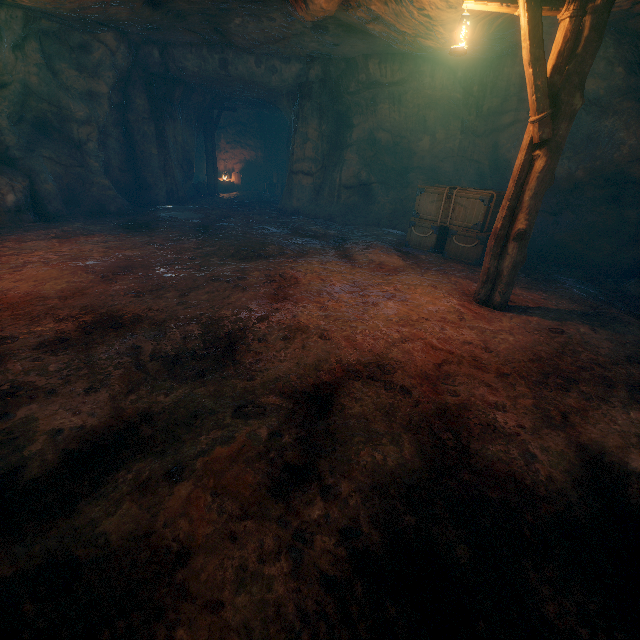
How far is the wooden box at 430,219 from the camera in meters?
7.9 m

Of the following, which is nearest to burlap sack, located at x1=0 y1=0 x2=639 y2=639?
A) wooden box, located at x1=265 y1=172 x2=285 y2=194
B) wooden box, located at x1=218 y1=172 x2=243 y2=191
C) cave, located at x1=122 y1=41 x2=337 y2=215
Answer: cave, located at x1=122 y1=41 x2=337 y2=215

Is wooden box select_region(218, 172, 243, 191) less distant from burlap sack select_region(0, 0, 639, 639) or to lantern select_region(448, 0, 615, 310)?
burlap sack select_region(0, 0, 639, 639)

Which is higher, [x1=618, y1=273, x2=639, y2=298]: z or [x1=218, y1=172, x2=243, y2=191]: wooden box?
[x1=218, y1=172, x2=243, y2=191]: wooden box

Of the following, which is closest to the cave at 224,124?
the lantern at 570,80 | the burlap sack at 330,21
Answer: the burlap sack at 330,21

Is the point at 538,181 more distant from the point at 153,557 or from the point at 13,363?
the point at 13,363

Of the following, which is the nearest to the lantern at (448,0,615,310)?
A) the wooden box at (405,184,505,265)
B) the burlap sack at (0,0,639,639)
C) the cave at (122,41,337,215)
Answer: the burlap sack at (0,0,639,639)

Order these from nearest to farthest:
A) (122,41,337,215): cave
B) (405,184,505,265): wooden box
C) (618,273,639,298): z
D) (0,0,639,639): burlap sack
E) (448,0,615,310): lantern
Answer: (0,0,639,639): burlap sack
(448,0,615,310): lantern
(618,273,639,298): z
(405,184,505,265): wooden box
(122,41,337,215): cave
